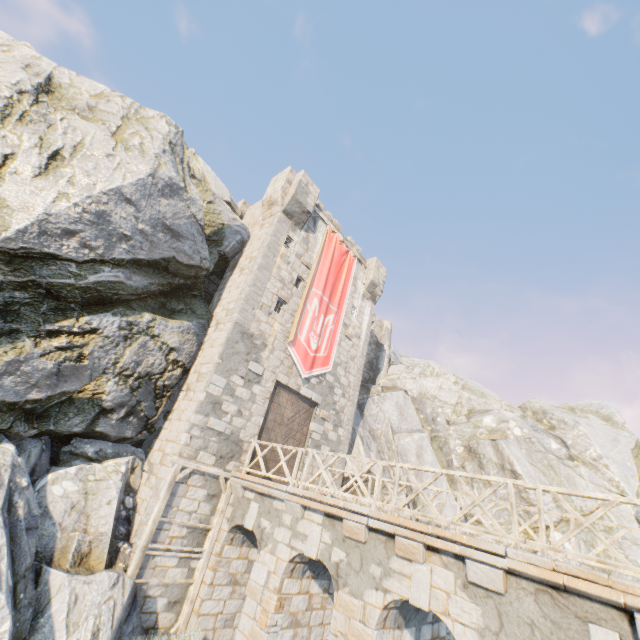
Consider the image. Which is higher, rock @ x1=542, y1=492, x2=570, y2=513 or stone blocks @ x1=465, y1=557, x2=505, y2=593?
rock @ x1=542, y1=492, x2=570, y2=513

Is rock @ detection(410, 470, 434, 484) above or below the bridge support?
above

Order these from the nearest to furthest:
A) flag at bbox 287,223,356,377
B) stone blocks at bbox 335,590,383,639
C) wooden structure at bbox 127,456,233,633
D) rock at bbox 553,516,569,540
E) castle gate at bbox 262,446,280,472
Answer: stone blocks at bbox 335,590,383,639 < wooden structure at bbox 127,456,233,633 < castle gate at bbox 262,446,280,472 < flag at bbox 287,223,356,377 < rock at bbox 553,516,569,540

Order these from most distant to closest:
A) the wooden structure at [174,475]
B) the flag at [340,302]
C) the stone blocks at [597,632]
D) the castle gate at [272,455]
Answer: the flag at [340,302] < the castle gate at [272,455] < the wooden structure at [174,475] < the stone blocks at [597,632]

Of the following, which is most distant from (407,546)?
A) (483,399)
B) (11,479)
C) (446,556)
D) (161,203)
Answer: (483,399)

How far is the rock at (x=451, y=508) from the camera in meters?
18.3 m

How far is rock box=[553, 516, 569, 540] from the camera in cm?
1745

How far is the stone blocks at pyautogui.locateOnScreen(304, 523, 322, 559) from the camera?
8.5m
